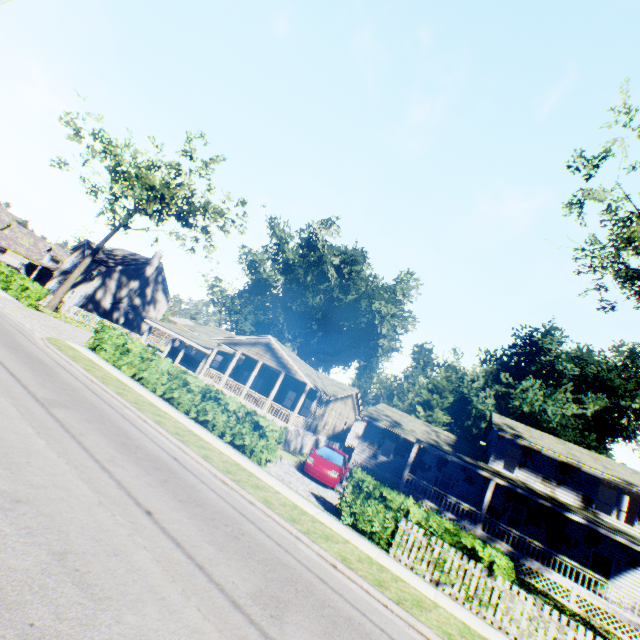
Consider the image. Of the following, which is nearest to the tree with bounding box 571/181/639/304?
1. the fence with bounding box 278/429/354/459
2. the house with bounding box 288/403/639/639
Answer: the fence with bounding box 278/429/354/459

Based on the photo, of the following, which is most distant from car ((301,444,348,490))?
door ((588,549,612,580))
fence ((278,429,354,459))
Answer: door ((588,549,612,580))

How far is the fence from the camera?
19.94m

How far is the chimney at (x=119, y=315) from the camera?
41.8m

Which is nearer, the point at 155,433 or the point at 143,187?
the point at 155,433

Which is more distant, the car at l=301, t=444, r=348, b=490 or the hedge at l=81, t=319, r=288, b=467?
the car at l=301, t=444, r=348, b=490

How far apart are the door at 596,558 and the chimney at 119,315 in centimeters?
5142cm

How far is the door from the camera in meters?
20.7 m
